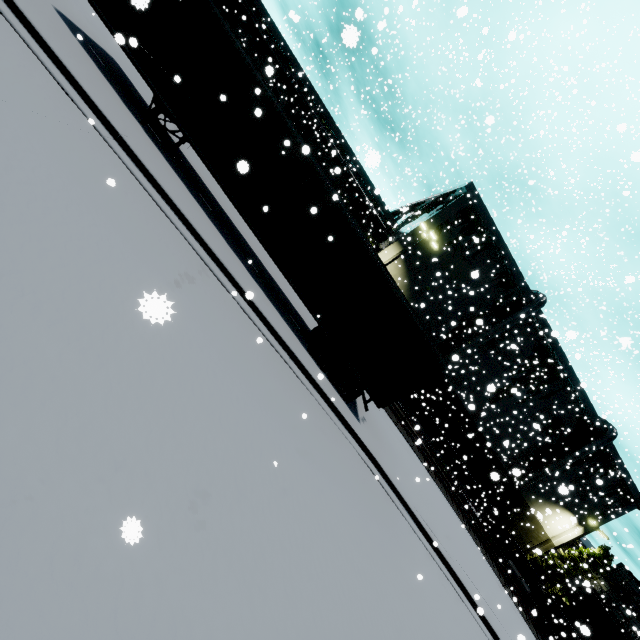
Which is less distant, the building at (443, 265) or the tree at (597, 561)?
the building at (443, 265)

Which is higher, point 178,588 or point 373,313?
point 373,313

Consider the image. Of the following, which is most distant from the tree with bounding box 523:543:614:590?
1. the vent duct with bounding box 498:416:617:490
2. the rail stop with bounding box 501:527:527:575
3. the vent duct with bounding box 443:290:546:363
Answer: the rail stop with bounding box 501:527:527:575

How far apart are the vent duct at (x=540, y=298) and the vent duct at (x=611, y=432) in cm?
1344

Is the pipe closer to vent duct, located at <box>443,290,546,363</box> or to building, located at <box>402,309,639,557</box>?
building, located at <box>402,309,639,557</box>

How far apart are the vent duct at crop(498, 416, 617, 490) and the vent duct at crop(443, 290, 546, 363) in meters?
13.4 m

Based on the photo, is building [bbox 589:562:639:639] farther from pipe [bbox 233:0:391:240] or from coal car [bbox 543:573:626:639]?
coal car [bbox 543:573:626:639]
